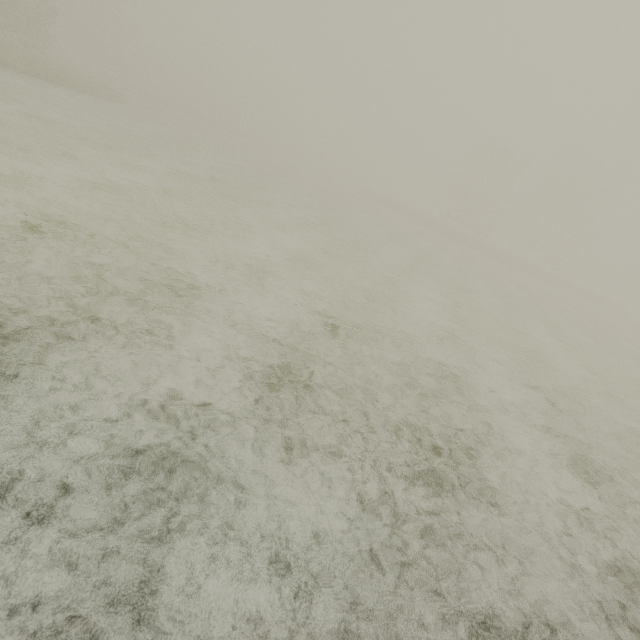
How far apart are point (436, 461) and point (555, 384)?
6.4m
